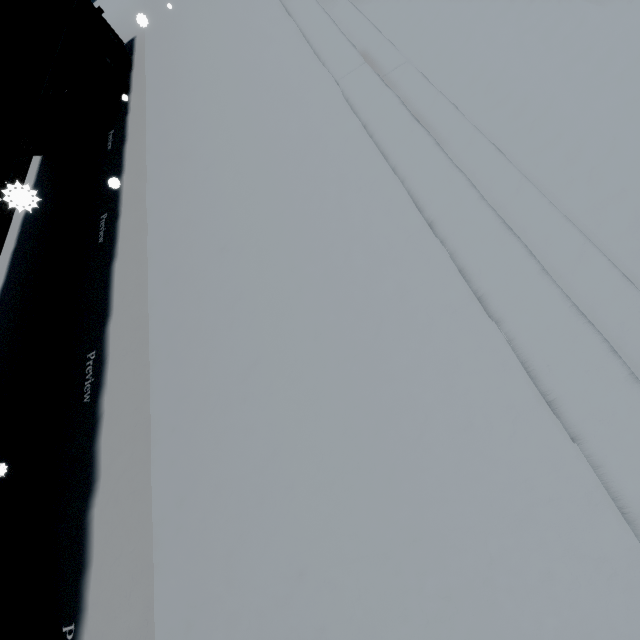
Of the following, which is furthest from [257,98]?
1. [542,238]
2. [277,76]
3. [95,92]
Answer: [95,92]

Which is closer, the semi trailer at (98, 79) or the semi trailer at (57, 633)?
the semi trailer at (57, 633)

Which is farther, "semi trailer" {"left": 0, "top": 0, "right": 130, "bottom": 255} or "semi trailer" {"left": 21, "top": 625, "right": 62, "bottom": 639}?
"semi trailer" {"left": 0, "top": 0, "right": 130, "bottom": 255}

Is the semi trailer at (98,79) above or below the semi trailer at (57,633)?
above

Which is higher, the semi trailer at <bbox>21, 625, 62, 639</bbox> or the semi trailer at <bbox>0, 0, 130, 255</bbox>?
the semi trailer at <bbox>0, 0, 130, 255</bbox>
